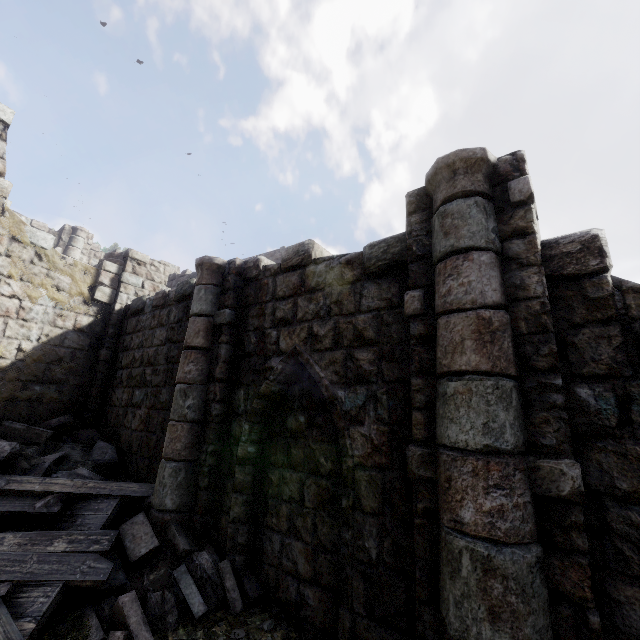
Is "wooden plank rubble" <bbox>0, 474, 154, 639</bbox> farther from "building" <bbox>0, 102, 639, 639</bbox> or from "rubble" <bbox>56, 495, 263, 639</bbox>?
"building" <bbox>0, 102, 639, 639</bbox>

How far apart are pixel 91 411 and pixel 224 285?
5.6 meters

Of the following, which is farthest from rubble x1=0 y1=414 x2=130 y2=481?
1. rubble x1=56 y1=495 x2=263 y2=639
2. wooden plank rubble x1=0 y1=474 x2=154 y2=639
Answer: rubble x1=56 y1=495 x2=263 y2=639

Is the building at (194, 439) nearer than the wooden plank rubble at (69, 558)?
Yes

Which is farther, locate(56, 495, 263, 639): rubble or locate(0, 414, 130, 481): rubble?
locate(0, 414, 130, 481): rubble

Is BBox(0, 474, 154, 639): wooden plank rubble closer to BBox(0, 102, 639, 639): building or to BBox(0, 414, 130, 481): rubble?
BBox(0, 414, 130, 481): rubble

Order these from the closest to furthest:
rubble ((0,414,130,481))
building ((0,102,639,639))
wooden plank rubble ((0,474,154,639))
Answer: building ((0,102,639,639))
wooden plank rubble ((0,474,154,639))
rubble ((0,414,130,481))

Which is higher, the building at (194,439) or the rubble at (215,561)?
the building at (194,439)
